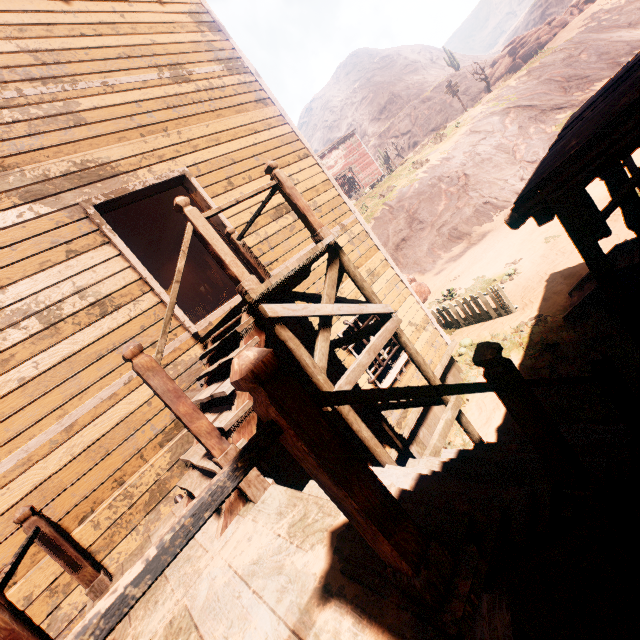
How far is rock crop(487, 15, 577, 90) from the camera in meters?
33.5

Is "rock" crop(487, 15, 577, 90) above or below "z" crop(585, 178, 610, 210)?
above

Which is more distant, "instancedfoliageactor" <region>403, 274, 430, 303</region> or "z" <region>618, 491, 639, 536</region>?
"instancedfoliageactor" <region>403, 274, 430, 303</region>

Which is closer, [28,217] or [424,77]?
[28,217]

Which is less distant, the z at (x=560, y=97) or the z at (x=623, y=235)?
the z at (x=560, y=97)

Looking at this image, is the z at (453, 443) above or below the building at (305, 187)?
below

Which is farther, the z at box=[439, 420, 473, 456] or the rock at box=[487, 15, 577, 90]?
the rock at box=[487, 15, 577, 90]

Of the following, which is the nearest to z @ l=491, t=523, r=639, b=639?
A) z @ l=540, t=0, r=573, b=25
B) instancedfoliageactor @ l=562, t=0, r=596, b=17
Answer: instancedfoliageactor @ l=562, t=0, r=596, b=17
